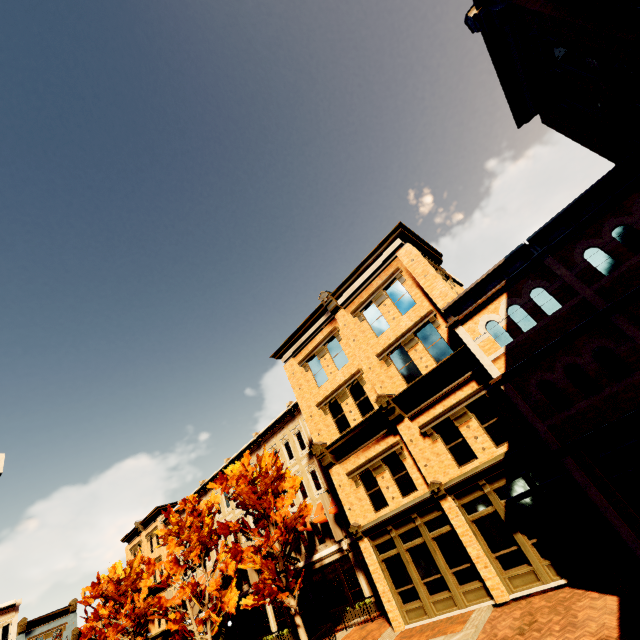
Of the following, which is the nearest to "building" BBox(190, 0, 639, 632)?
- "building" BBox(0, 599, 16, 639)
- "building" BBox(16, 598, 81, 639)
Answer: "building" BBox(16, 598, 81, 639)

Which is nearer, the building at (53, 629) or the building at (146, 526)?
the building at (146, 526)

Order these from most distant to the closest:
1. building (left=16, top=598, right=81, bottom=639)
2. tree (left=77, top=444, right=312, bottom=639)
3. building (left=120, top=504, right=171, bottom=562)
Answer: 1. building (left=16, top=598, right=81, bottom=639)
2. building (left=120, top=504, right=171, bottom=562)
3. tree (left=77, top=444, right=312, bottom=639)

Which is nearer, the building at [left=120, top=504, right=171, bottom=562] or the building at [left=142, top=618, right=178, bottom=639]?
the building at [left=142, top=618, right=178, bottom=639]

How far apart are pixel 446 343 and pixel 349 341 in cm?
531

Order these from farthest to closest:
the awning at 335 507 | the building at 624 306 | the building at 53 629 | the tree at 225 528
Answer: the building at 53 629 < the awning at 335 507 < the tree at 225 528 < the building at 624 306

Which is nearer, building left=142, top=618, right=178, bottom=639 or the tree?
the tree

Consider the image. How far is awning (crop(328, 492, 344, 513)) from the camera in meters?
20.4 m
